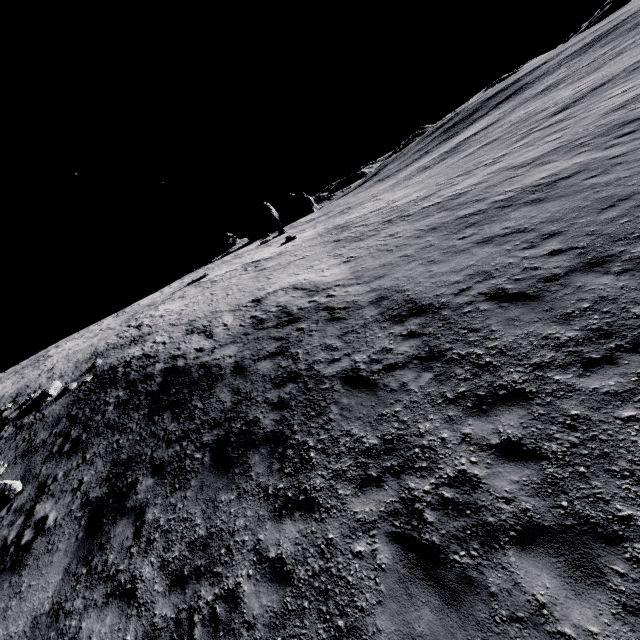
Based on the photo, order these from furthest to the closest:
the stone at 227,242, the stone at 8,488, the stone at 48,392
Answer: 1. the stone at 227,242
2. the stone at 48,392
3. the stone at 8,488

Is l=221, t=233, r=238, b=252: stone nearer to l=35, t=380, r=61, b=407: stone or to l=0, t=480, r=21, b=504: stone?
l=35, t=380, r=61, b=407: stone

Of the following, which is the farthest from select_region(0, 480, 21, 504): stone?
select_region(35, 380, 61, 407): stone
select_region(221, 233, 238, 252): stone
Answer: select_region(221, 233, 238, 252): stone

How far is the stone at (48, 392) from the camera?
18.4m

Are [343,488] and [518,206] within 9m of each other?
no

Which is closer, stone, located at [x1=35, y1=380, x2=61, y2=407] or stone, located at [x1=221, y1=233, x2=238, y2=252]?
stone, located at [x1=35, y1=380, x2=61, y2=407]
